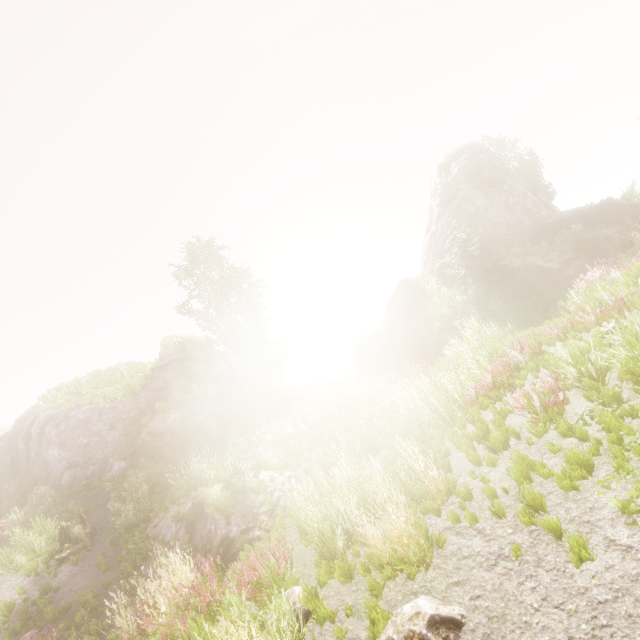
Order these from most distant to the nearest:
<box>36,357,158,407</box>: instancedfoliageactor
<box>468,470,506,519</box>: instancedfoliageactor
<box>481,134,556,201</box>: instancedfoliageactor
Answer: <box>481,134,556,201</box>: instancedfoliageactor, <box>36,357,158,407</box>: instancedfoliageactor, <box>468,470,506,519</box>: instancedfoliageactor

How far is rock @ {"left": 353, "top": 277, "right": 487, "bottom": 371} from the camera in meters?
21.5 m

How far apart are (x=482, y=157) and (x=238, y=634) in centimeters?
3018cm

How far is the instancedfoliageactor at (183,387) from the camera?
16.4 meters

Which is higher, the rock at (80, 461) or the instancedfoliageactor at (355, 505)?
the rock at (80, 461)

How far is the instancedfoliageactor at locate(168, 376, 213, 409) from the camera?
16.4 meters

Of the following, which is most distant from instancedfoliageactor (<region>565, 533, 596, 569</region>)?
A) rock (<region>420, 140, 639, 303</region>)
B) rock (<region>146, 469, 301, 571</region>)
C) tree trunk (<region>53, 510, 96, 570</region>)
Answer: tree trunk (<region>53, 510, 96, 570</region>)

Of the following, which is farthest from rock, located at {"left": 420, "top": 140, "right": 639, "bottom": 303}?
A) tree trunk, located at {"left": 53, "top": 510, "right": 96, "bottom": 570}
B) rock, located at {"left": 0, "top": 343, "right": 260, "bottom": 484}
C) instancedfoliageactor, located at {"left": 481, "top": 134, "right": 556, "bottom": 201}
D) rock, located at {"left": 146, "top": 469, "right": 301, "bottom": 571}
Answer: tree trunk, located at {"left": 53, "top": 510, "right": 96, "bottom": 570}
